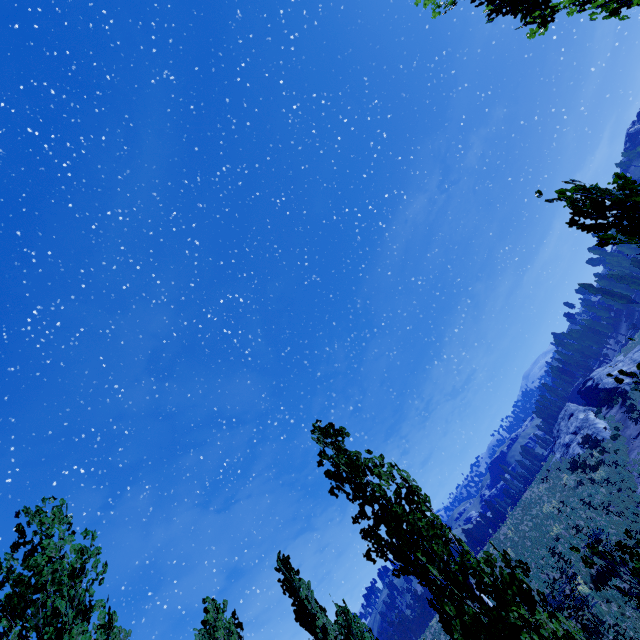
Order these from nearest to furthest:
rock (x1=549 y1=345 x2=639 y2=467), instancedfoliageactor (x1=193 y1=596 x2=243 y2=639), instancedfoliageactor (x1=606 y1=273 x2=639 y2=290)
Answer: instancedfoliageactor (x1=193 y1=596 x2=243 y2=639), rock (x1=549 y1=345 x2=639 y2=467), instancedfoliageactor (x1=606 y1=273 x2=639 y2=290)

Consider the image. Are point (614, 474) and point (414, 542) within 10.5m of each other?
no

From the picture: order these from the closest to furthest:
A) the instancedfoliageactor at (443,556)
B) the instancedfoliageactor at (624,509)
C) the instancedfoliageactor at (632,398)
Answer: the instancedfoliageactor at (443,556) → the instancedfoliageactor at (624,509) → the instancedfoliageactor at (632,398)

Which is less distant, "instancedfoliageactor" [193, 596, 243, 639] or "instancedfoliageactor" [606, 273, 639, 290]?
"instancedfoliageactor" [193, 596, 243, 639]

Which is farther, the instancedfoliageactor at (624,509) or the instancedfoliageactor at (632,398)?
the instancedfoliageactor at (632,398)

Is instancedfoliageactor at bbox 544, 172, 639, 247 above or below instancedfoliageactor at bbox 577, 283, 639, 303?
below
